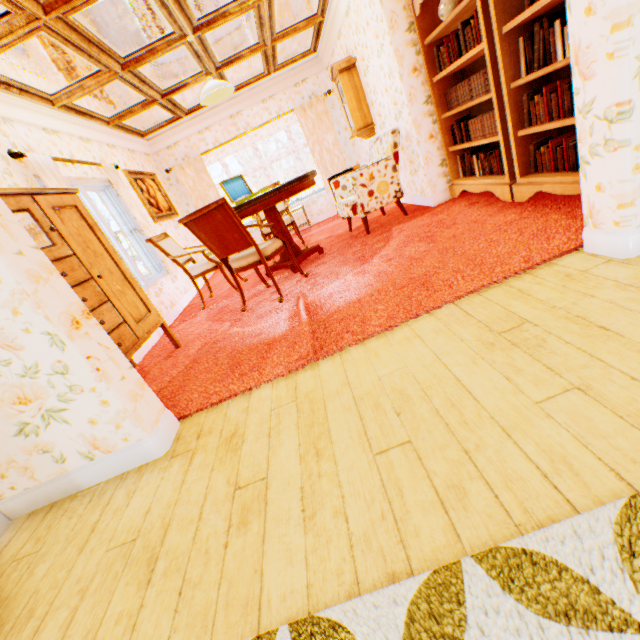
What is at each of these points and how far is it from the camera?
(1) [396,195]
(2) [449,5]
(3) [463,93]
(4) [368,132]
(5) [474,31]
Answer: (1) chair, 4.63m
(2) vase, 3.43m
(3) book, 3.73m
(4) wall clock, 5.80m
(5) book, 3.14m

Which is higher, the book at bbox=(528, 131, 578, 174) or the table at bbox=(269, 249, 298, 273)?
the book at bbox=(528, 131, 578, 174)

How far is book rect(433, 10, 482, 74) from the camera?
3.1 meters

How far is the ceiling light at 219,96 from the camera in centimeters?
402cm

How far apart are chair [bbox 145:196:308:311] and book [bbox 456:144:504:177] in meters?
2.5 m

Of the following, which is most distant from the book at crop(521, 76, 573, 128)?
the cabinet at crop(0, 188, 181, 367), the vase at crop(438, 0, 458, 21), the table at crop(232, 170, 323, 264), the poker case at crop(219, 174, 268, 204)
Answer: the cabinet at crop(0, 188, 181, 367)

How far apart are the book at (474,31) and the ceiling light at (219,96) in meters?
2.5

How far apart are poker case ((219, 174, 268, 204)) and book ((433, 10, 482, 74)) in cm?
264
